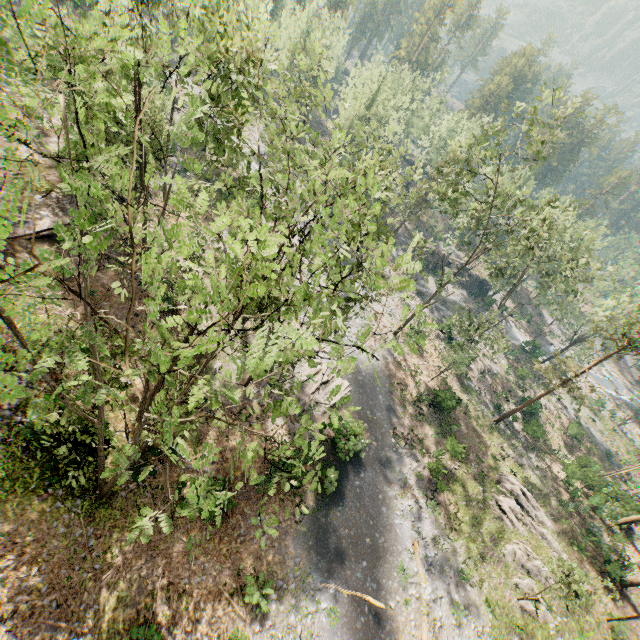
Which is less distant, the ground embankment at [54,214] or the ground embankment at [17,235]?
the ground embankment at [17,235]

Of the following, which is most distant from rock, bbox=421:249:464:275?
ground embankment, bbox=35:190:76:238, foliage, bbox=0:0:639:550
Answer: ground embankment, bbox=35:190:76:238

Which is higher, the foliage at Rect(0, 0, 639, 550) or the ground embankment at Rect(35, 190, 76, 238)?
the foliage at Rect(0, 0, 639, 550)

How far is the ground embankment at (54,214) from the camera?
20.1 meters

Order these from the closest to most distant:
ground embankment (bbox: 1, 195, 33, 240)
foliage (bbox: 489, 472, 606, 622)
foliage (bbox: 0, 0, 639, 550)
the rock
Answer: foliage (bbox: 0, 0, 639, 550) < ground embankment (bbox: 1, 195, 33, 240) < foliage (bbox: 489, 472, 606, 622) < the rock

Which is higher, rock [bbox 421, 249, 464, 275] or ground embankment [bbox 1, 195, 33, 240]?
ground embankment [bbox 1, 195, 33, 240]

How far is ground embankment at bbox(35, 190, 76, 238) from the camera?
20.1 meters

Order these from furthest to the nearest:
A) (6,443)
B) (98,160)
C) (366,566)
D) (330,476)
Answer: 1. (330,476)
2. (366,566)
3. (6,443)
4. (98,160)
